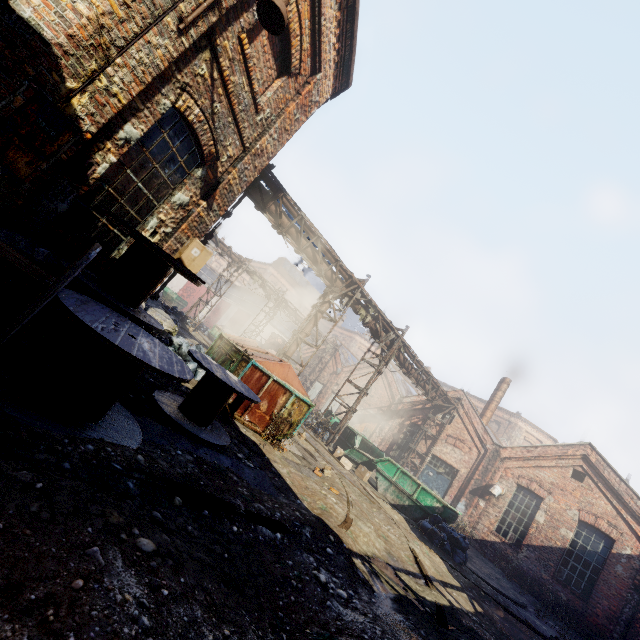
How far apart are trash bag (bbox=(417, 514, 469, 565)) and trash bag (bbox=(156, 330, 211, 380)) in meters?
8.6 m

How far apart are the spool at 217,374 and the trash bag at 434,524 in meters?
8.6 m

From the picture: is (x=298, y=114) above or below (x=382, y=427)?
above

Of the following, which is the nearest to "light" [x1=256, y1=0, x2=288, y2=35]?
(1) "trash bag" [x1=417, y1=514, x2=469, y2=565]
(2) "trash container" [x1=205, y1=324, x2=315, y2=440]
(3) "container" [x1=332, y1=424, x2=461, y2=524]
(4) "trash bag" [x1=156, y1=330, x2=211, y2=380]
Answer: (2) "trash container" [x1=205, y1=324, x2=315, y2=440]

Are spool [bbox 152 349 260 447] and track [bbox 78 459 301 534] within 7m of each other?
yes

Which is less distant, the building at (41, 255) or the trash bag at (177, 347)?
the building at (41, 255)

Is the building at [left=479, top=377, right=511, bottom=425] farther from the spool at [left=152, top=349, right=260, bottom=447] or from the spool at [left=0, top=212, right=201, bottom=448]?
the spool at [left=0, top=212, right=201, bottom=448]

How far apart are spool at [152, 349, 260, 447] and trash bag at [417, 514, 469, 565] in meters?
8.6 m
